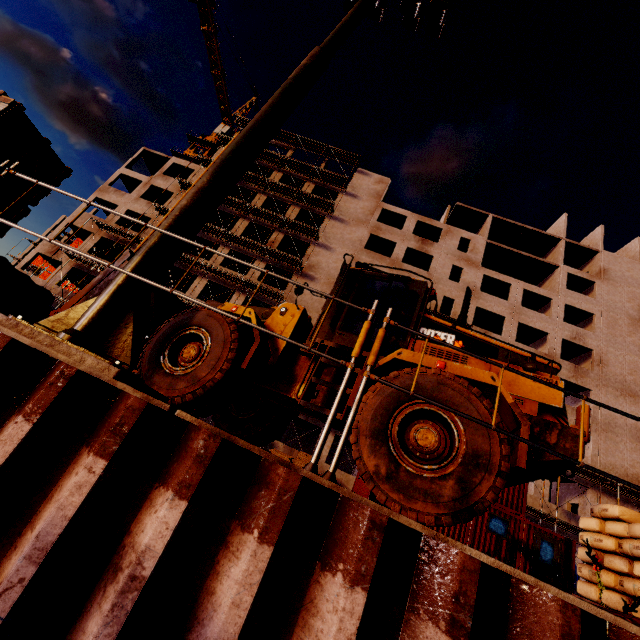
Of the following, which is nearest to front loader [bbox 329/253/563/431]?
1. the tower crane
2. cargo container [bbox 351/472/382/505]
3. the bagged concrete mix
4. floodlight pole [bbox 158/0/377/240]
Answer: the bagged concrete mix

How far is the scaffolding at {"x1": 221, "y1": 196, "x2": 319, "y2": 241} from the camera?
31.5m

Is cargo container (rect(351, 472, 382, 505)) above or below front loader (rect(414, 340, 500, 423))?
below

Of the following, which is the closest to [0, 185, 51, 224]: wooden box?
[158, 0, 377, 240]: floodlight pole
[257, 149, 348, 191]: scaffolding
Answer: [158, 0, 377, 240]: floodlight pole

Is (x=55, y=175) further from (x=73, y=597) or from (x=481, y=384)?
(x=481, y=384)

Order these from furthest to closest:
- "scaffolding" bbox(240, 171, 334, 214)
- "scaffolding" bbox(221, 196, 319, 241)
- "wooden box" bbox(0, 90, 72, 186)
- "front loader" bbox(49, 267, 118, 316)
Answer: "scaffolding" bbox(240, 171, 334, 214) → "scaffolding" bbox(221, 196, 319, 241) → "front loader" bbox(49, 267, 118, 316) → "wooden box" bbox(0, 90, 72, 186)

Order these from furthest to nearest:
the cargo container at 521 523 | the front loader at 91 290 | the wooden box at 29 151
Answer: the cargo container at 521 523 → the front loader at 91 290 → the wooden box at 29 151

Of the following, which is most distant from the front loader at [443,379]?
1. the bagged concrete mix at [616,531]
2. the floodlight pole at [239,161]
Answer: the floodlight pole at [239,161]
